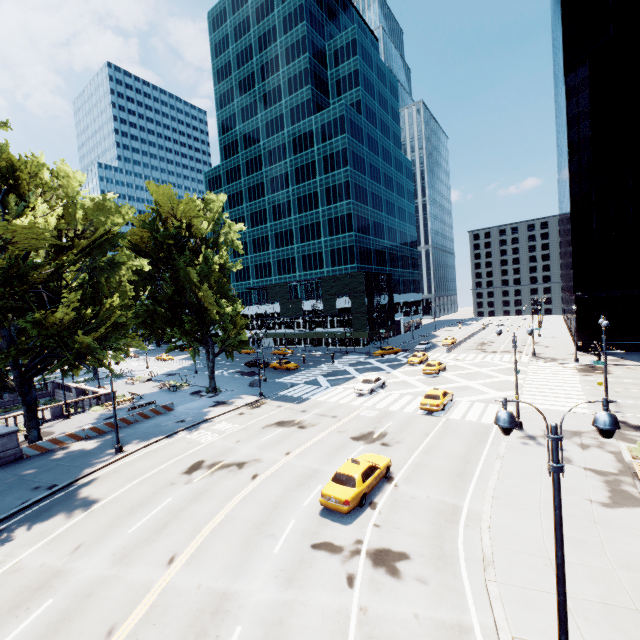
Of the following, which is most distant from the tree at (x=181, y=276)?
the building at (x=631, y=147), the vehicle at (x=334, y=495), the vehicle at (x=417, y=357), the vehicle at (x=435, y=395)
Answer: the building at (x=631, y=147)

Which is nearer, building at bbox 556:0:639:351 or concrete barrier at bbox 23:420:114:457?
concrete barrier at bbox 23:420:114:457

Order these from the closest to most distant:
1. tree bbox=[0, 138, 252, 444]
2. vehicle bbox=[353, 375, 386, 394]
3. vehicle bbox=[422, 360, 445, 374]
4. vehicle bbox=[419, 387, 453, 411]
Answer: tree bbox=[0, 138, 252, 444] < vehicle bbox=[419, 387, 453, 411] < vehicle bbox=[353, 375, 386, 394] < vehicle bbox=[422, 360, 445, 374]

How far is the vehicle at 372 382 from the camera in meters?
34.0

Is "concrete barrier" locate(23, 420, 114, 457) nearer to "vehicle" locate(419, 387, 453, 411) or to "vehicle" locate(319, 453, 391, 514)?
"vehicle" locate(319, 453, 391, 514)

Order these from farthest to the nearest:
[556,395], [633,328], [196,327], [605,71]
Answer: [633,328], [605,71], [196,327], [556,395]

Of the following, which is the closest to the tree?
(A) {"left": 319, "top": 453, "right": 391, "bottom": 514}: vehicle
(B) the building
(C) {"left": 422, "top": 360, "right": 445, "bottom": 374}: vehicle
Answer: (A) {"left": 319, "top": 453, "right": 391, "bottom": 514}: vehicle

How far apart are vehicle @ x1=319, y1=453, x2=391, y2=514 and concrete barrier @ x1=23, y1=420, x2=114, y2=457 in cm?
2306
